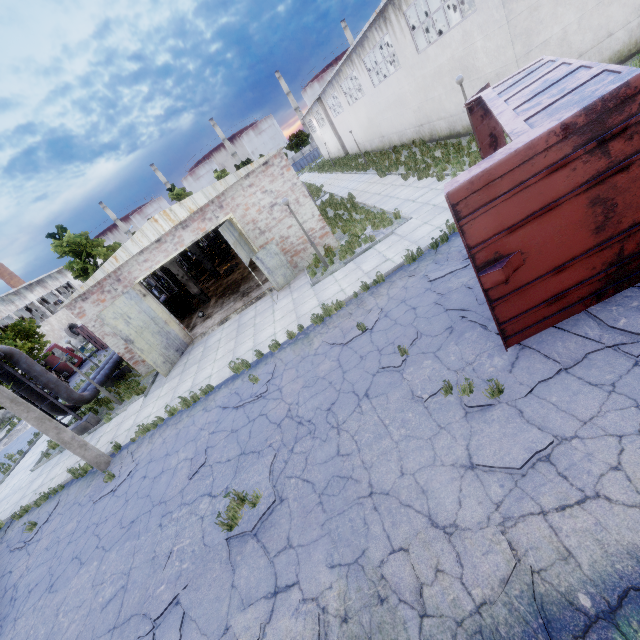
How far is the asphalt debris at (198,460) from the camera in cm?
807

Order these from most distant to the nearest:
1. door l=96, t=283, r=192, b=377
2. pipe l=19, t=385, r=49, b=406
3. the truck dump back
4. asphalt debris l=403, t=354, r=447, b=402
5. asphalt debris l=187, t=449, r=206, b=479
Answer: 1. pipe l=19, t=385, r=49, b=406
2. door l=96, t=283, r=192, b=377
3. the truck dump back
4. asphalt debris l=187, t=449, r=206, b=479
5. asphalt debris l=403, t=354, r=447, b=402

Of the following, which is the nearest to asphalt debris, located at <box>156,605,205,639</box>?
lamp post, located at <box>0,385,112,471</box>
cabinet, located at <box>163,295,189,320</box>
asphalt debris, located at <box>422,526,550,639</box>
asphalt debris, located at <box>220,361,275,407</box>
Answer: asphalt debris, located at <box>422,526,550,639</box>

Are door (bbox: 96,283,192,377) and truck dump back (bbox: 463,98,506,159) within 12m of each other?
no

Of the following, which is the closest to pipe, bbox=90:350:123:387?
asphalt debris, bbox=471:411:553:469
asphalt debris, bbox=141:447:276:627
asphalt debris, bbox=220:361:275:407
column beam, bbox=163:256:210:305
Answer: column beam, bbox=163:256:210:305

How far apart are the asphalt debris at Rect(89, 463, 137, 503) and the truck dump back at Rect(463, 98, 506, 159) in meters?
13.9

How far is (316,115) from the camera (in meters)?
56.59

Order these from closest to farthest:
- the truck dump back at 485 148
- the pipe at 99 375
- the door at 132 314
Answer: the truck dump back at 485 148 < the door at 132 314 < the pipe at 99 375
